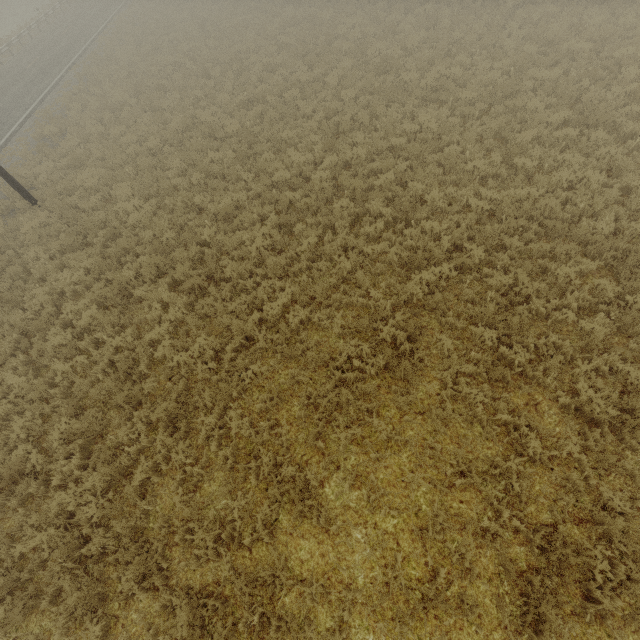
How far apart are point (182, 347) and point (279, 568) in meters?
5.2
